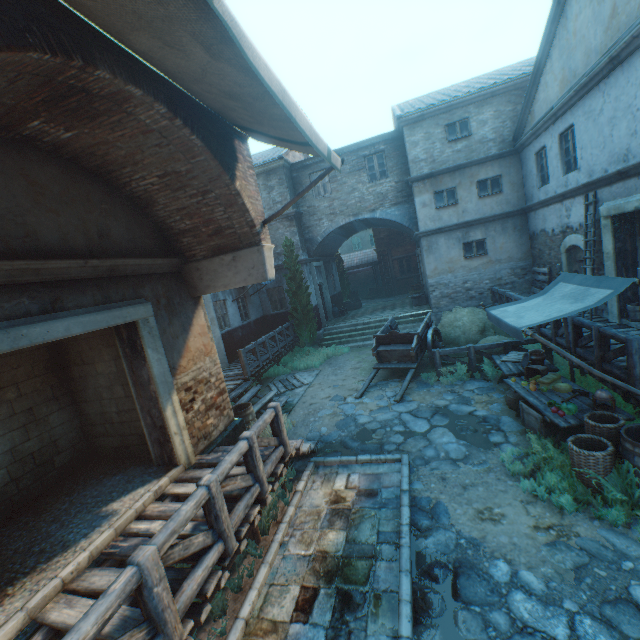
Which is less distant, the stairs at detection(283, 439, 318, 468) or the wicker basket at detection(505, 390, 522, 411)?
the stairs at detection(283, 439, 318, 468)

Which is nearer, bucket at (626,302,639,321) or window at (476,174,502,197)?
bucket at (626,302,639,321)

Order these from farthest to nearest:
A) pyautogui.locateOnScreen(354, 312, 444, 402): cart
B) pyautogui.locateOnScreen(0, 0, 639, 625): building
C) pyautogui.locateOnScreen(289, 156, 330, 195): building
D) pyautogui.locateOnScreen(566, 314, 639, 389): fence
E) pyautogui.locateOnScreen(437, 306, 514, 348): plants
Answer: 1. pyautogui.locateOnScreen(289, 156, 330, 195): building
2. pyautogui.locateOnScreen(437, 306, 514, 348): plants
3. pyautogui.locateOnScreen(354, 312, 444, 402): cart
4. pyautogui.locateOnScreen(566, 314, 639, 389): fence
5. pyautogui.locateOnScreen(0, 0, 639, 625): building

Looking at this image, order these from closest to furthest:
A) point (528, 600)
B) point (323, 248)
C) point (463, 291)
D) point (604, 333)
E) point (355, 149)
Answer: point (528, 600), point (604, 333), point (463, 291), point (355, 149), point (323, 248)

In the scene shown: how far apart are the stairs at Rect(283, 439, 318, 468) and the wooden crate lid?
5.3 meters

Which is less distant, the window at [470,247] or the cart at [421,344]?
the cart at [421,344]

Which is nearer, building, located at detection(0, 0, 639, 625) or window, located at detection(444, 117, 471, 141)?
building, located at detection(0, 0, 639, 625)

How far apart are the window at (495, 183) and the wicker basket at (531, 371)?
9.8 meters
